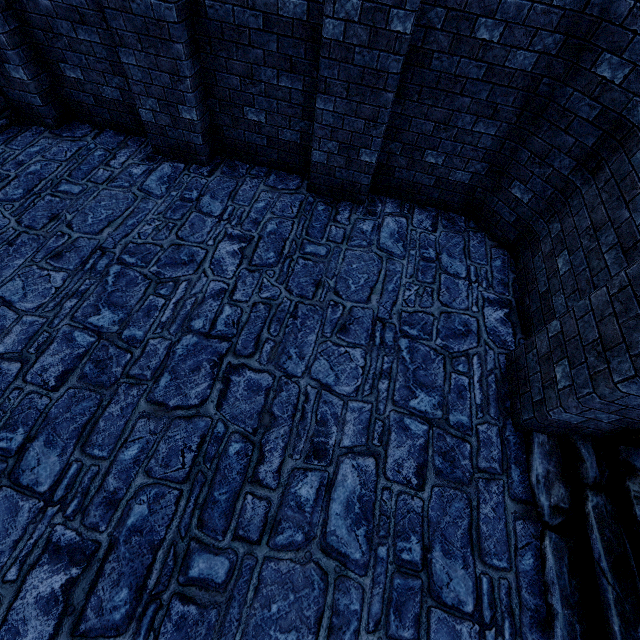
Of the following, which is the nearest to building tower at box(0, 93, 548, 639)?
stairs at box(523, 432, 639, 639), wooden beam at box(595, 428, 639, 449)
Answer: stairs at box(523, 432, 639, 639)

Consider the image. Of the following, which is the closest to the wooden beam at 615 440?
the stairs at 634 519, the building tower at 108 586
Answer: the stairs at 634 519

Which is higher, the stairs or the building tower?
the stairs

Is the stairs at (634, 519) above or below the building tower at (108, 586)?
above

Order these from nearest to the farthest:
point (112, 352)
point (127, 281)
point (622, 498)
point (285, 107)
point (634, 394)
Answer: point (634, 394), point (622, 498), point (112, 352), point (127, 281), point (285, 107)

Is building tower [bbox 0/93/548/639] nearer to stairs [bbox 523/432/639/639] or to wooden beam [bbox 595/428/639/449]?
stairs [bbox 523/432/639/639]
